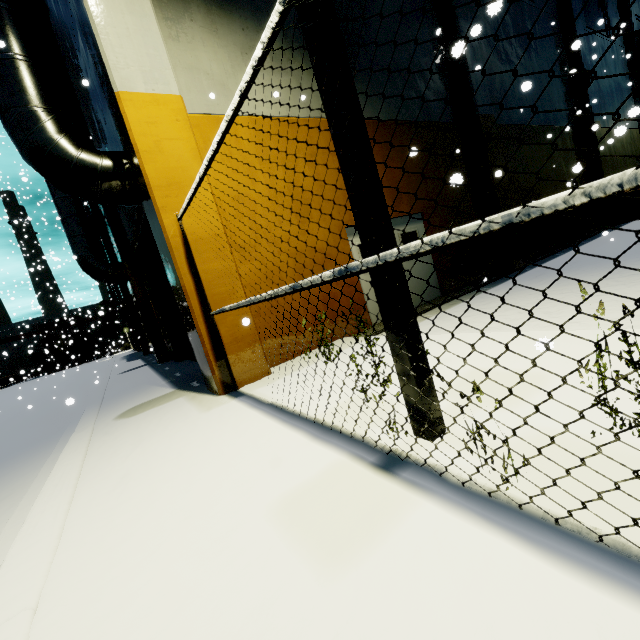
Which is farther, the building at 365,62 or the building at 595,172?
the building at 595,172

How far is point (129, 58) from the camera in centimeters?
493cm

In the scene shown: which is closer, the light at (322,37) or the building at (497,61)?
the light at (322,37)

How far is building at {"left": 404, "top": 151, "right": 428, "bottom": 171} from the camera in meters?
8.8

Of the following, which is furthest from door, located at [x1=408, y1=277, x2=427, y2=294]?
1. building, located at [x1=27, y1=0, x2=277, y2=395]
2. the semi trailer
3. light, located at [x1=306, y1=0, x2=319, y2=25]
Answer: the semi trailer

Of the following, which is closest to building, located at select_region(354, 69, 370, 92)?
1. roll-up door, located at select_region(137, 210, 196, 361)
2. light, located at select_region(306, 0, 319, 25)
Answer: roll-up door, located at select_region(137, 210, 196, 361)

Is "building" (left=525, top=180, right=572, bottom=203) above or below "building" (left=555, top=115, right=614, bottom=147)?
below

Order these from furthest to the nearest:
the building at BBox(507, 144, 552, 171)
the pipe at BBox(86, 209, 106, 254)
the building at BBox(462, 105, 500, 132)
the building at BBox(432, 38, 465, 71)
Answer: Answer: the pipe at BBox(86, 209, 106, 254), the building at BBox(507, 144, 552, 171), the building at BBox(462, 105, 500, 132), the building at BBox(432, 38, 465, 71)
